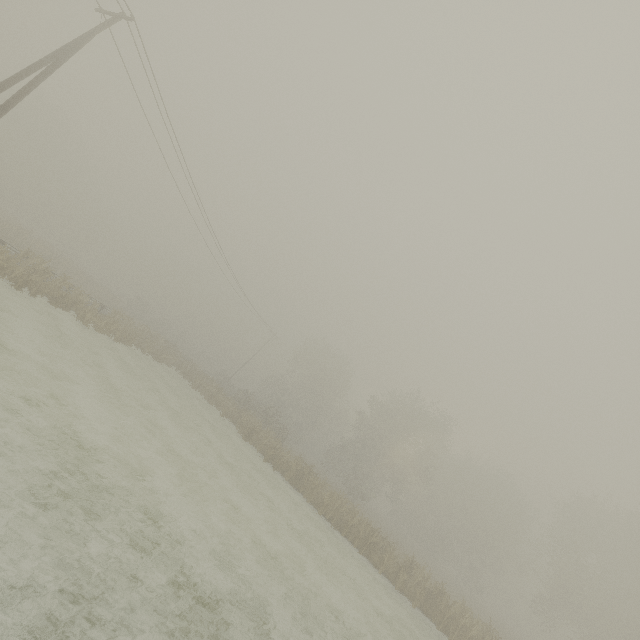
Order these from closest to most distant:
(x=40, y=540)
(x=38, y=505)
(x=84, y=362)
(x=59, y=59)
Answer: (x=40, y=540)
(x=38, y=505)
(x=59, y=59)
(x=84, y=362)
